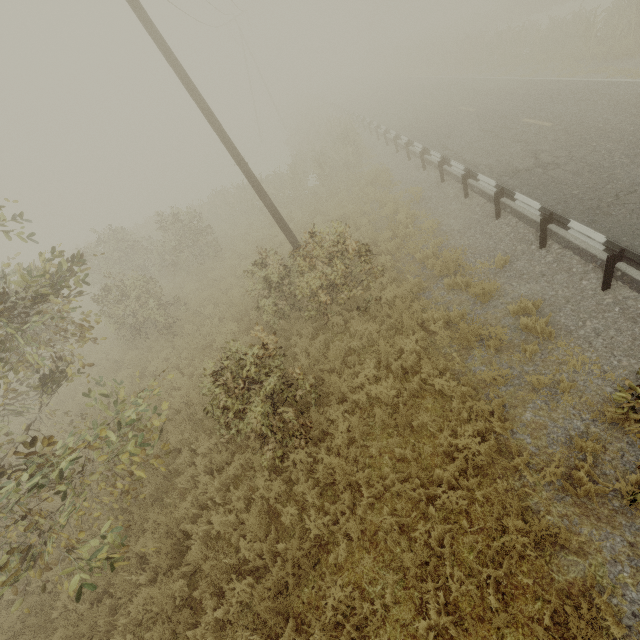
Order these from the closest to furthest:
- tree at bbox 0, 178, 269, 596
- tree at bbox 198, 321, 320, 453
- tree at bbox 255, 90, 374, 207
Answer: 1. tree at bbox 0, 178, 269, 596
2. tree at bbox 198, 321, 320, 453
3. tree at bbox 255, 90, 374, 207

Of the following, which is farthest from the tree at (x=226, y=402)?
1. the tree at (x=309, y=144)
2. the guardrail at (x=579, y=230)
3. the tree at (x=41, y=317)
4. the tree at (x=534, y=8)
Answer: the tree at (x=534, y=8)

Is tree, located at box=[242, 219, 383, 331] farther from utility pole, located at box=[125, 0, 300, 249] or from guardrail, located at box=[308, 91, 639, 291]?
utility pole, located at box=[125, 0, 300, 249]

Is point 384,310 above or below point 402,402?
above

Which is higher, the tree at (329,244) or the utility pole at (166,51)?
the utility pole at (166,51)

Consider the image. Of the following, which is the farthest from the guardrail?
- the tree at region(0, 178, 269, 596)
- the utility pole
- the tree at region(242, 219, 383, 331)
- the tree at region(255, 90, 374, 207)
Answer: the tree at region(0, 178, 269, 596)

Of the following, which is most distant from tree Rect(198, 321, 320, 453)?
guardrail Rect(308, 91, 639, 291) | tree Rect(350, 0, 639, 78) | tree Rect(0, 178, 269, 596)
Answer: tree Rect(350, 0, 639, 78)

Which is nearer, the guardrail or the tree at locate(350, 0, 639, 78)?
the guardrail
